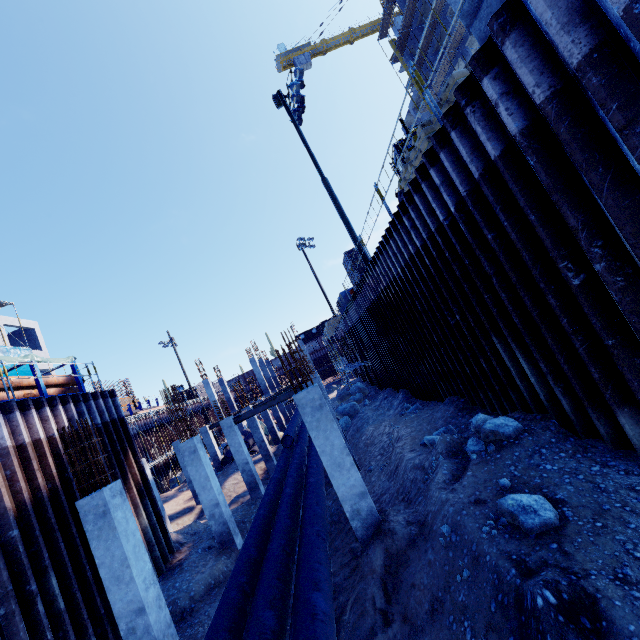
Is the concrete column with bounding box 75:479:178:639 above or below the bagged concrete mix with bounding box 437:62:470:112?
below

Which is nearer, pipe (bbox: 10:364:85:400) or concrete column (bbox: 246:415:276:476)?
pipe (bbox: 10:364:85:400)

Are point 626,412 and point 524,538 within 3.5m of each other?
yes

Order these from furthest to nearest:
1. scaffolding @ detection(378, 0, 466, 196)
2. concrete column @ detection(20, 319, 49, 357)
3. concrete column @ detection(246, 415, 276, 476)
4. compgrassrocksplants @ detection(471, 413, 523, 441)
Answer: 1. concrete column @ detection(20, 319, 49, 357)
2. concrete column @ detection(246, 415, 276, 476)
3. compgrassrocksplants @ detection(471, 413, 523, 441)
4. scaffolding @ detection(378, 0, 466, 196)

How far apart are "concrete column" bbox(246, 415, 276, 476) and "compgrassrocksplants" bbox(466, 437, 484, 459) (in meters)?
16.78

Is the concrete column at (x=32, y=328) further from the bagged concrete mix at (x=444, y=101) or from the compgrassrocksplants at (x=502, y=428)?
the bagged concrete mix at (x=444, y=101)

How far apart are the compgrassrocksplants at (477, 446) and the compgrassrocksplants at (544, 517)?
1.32m

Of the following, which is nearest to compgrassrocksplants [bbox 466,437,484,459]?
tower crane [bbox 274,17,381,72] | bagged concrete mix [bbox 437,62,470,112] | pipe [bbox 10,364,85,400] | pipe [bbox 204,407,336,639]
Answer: pipe [bbox 204,407,336,639]
